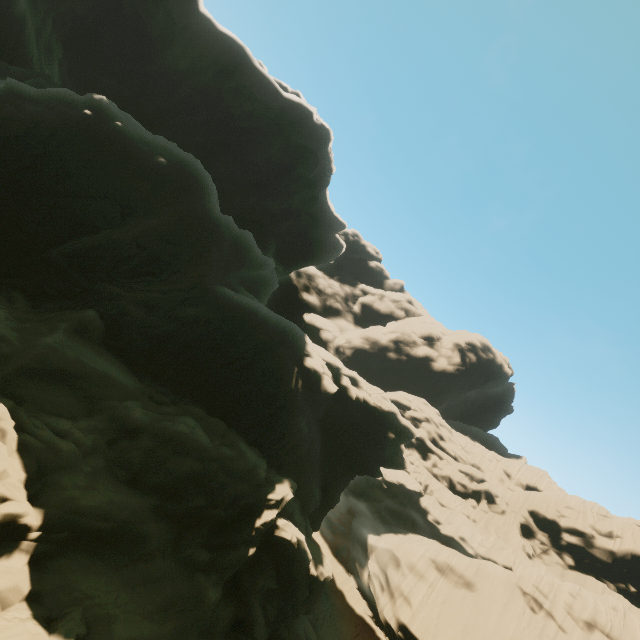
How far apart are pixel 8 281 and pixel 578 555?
65.02m
